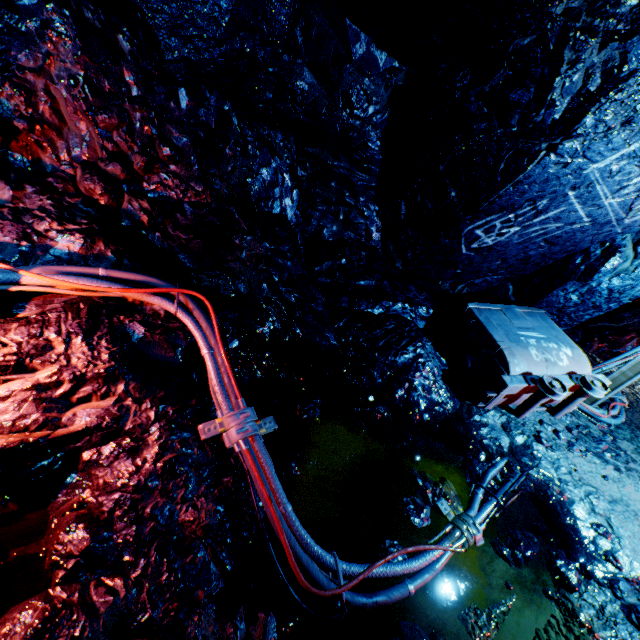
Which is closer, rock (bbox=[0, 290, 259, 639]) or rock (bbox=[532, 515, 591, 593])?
rock (bbox=[0, 290, 259, 639])

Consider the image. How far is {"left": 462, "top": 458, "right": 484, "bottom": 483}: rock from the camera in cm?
296

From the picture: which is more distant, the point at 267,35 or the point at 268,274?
the point at 268,274

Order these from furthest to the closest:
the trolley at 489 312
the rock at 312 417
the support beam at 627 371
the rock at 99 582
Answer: the support beam at 627 371 < the trolley at 489 312 < the rock at 312 417 < the rock at 99 582

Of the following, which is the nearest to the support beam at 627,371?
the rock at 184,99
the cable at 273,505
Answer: the rock at 184,99

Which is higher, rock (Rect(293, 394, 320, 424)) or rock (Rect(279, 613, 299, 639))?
rock (Rect(293, 394, 320, 424))

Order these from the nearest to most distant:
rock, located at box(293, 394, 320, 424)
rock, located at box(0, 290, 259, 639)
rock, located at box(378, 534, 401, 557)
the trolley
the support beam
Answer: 1. rock, located at box(0, 290, 259, 639)
2. rock, located at box(378, 534, 401, 557)
3. rock, located at box(293, 394, 320, 424)
4. the trolley
5. the support beam
